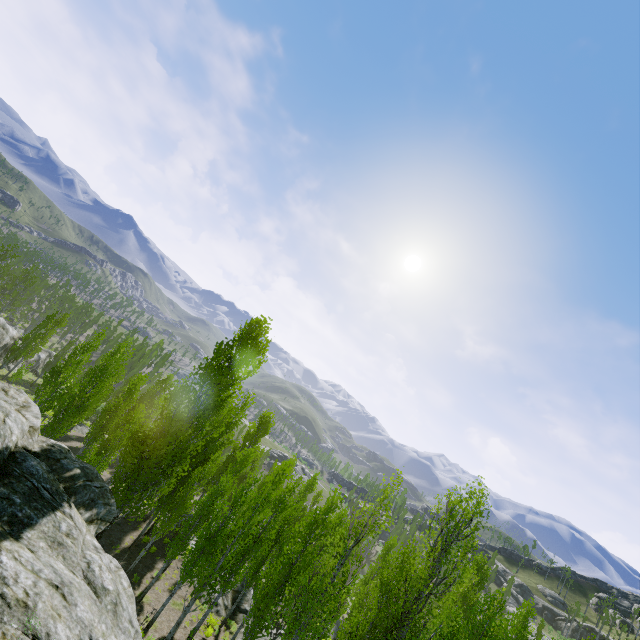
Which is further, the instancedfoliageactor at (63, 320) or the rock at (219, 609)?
the instancedfoliageactor at (63, 320)

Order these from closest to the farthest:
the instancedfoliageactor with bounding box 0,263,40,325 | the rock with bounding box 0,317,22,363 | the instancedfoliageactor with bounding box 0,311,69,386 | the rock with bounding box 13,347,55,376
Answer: the instancedfoliageactor with bounding box 0,311,69,386, the rock with bounding box 0,317,22,363, the instancedfoliageactor with bounding box 0,263,40,325, the rock with bounding box 13,347,55,376

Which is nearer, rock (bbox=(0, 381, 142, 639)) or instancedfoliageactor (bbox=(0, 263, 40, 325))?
rock (bbox=(0, 381, 142, 639))

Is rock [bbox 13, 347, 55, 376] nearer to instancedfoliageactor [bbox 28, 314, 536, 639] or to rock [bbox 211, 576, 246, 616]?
instancedfoliageactor [bbox 28, 314, 536, 639]

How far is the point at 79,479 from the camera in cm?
1265

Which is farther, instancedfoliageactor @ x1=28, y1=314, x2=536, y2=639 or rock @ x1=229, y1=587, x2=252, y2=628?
rock @ x1=229, y1=587, x2=252, y2=628

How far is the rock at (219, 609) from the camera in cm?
2172
